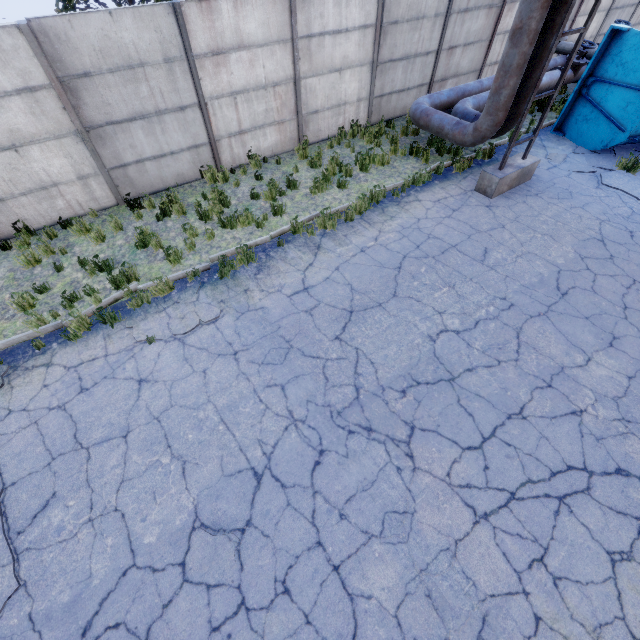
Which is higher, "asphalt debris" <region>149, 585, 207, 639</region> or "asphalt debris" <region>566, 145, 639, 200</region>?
"asphalt debris" <region>566, 145, 639, 200</region>

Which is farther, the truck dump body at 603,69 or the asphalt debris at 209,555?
the truck dump body at 603,69

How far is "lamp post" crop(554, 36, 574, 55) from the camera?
12.3m

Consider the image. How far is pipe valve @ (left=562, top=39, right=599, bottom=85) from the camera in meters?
11.2 m

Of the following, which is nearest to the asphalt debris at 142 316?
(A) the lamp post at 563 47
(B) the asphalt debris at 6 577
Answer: (B) the asphalt debris at 6 577

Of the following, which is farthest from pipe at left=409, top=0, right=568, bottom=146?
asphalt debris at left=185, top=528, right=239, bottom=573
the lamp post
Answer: asphalt debris at left=185, top=528, right=239, bottom=573

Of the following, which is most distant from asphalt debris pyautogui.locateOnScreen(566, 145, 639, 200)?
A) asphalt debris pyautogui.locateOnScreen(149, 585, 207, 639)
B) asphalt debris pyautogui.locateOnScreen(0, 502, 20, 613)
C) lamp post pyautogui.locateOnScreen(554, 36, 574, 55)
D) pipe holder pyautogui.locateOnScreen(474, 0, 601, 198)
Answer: asphalt debris pyautogui.locateOnScreen(0, 502, 20, 613)

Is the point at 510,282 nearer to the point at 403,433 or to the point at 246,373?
the point at 403,433
